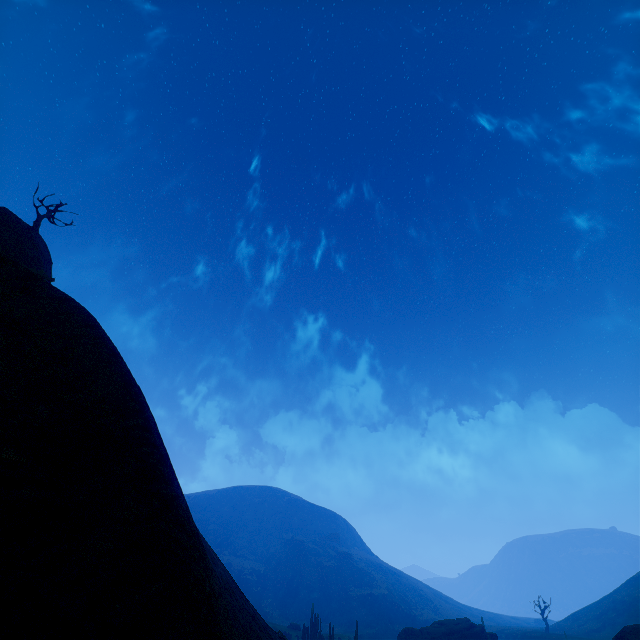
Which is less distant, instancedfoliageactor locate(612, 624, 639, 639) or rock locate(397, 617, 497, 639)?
instancedfoliageactor locate(612, 624, 639, 639)

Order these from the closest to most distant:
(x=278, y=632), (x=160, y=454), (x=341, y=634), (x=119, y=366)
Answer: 1. (x=160, y=454)
2. (x=119, y=366)
3. (x=278, y=632)
4. (x=341, y=634)

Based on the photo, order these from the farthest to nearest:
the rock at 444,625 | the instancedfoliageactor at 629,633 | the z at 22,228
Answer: the rock at 444,625 < the instancedfoliageactor at 629,633 < the z at 22,228

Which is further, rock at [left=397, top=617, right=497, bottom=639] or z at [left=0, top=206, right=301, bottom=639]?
rock at [left=397, top=617, right=497, bottom=639]

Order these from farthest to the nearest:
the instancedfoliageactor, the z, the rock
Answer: the rock < the instancedfoliageactor < the z

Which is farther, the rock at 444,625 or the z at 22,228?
the rock at 444,625

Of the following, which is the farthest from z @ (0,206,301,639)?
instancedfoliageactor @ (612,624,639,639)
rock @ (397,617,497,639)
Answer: rock @ (397,617,497,639)
